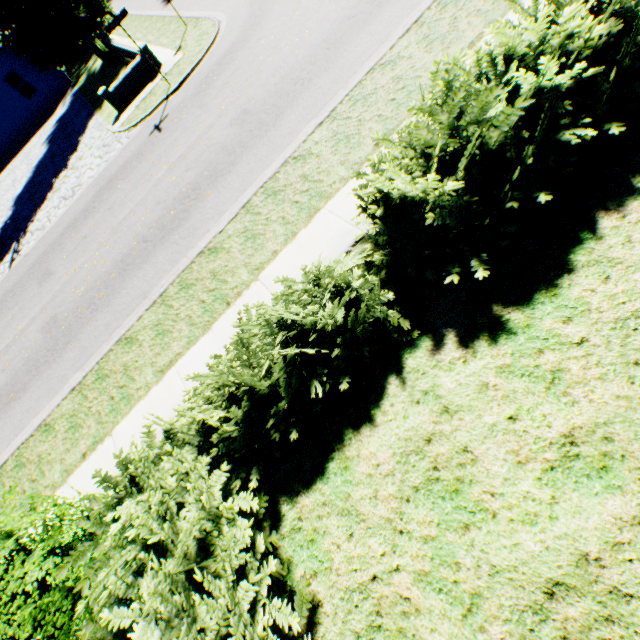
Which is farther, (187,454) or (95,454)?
(95,454)

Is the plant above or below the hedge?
above

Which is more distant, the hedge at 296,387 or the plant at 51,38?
the plant at 51,38

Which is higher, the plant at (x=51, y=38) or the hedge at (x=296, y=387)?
the plant at (x=51, y=38)

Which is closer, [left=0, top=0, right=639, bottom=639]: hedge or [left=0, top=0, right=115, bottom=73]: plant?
[left=0, top=0, right=639, bottom=639]: hedge
